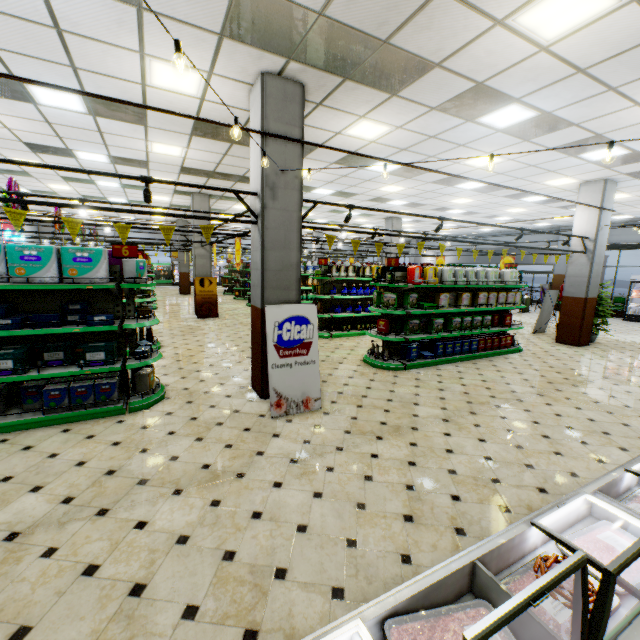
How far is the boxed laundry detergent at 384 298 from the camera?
7.11m

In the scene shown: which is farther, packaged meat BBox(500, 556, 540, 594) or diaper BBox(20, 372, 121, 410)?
diaper BBox(20, 372, 121, 410)

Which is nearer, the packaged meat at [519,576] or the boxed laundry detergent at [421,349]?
the packaged meat at [519,576]

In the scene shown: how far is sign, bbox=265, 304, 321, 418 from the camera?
4.80m

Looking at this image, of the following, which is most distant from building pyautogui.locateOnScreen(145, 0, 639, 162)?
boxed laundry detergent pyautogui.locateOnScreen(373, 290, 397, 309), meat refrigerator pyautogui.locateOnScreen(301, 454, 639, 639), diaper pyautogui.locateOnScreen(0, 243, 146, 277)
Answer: diaper pyautogui.locateOnScreen(0, 243, 146, 277)

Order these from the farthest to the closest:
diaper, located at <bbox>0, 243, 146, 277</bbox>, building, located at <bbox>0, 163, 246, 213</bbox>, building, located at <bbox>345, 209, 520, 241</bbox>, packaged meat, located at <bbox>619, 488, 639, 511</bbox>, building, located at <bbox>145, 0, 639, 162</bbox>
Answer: building, located at <bbox>345, 209, 520, 241</bbox>, building, located at <bbox>0, 163, 246, 213</bbox>, diaper, located at <bbox>0, 243, 146, 277</bbox>, building, located at <bbox>145, 0, 639, 162</bbox>, packaged meat, located at <bbox>619, 488, 639, 511</bbox>

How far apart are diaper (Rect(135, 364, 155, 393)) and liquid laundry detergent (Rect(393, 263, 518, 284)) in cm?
666

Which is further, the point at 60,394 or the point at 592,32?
the point at 60,394
